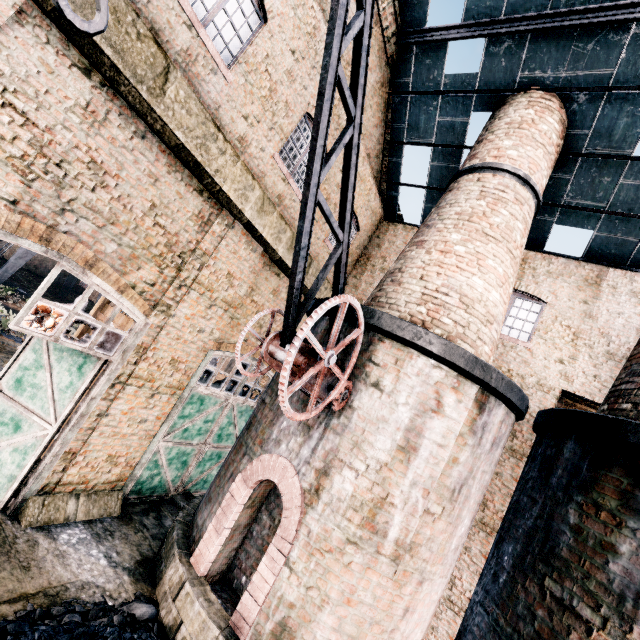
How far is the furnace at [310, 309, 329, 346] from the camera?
7.8m

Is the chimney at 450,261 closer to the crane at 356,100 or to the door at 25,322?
the crane at 356,100

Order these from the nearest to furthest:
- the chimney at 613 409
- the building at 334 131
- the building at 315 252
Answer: the chimney at 613 409 < the building at 334 131 < the building at 315 252

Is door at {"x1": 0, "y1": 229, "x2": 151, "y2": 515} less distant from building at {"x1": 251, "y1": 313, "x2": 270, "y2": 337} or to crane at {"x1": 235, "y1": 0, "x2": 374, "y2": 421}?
building at {"x1": 251, "y1": 313, "x2": 270, "y2": 337}

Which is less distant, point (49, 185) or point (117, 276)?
point (49, 185)

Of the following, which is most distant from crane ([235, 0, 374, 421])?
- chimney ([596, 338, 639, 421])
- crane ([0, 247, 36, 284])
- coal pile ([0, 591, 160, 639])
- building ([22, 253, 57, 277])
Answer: crane ([0, 247, 36, 284])

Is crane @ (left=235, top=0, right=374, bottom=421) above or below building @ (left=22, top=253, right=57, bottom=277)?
above

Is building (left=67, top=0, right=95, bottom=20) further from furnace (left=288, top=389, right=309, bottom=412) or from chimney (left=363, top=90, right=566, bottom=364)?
furnace (left=288, top=389, right=309, bottom=412)
